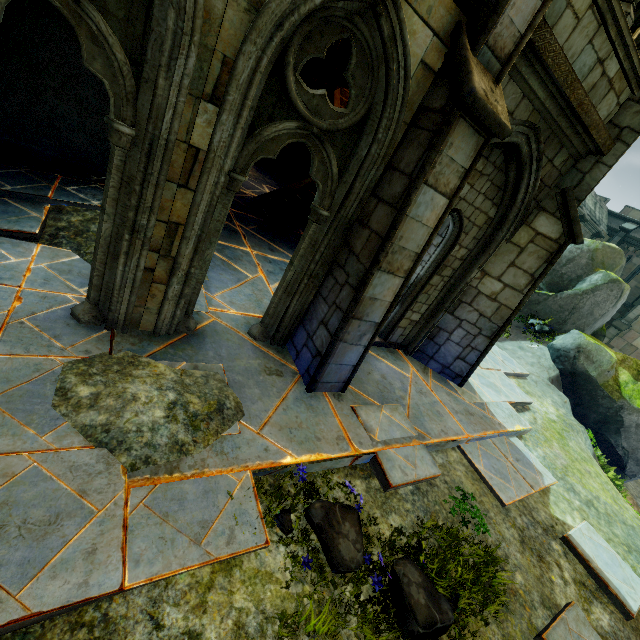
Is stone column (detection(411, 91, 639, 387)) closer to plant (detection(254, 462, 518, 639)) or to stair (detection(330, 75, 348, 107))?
plant (detection(254, 462, 518, 639))

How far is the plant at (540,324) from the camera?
13.0m

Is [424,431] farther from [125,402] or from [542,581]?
[125,402]

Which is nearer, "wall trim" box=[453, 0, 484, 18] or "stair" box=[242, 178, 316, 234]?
"wall trim" box=[453, 0, 484, 18]

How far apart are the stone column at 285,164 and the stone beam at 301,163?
0.01m

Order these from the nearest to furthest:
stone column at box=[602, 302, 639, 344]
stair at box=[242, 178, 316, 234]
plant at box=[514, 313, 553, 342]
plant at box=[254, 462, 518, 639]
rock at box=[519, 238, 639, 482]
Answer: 1. plant at box=[254, 462, 518, 639]
2. stair at box=[242, 178, 316, 234]
3. rock at box=[519, 238, 639, 482]
4. plant at box=[514, 313, 553, 342]
5. stone column at box=[602, 302, 639, 344]

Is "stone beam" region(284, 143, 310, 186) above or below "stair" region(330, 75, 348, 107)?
below

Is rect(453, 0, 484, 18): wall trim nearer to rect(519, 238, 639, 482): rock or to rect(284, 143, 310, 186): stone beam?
rect(519, 238, 639, 482): rock
